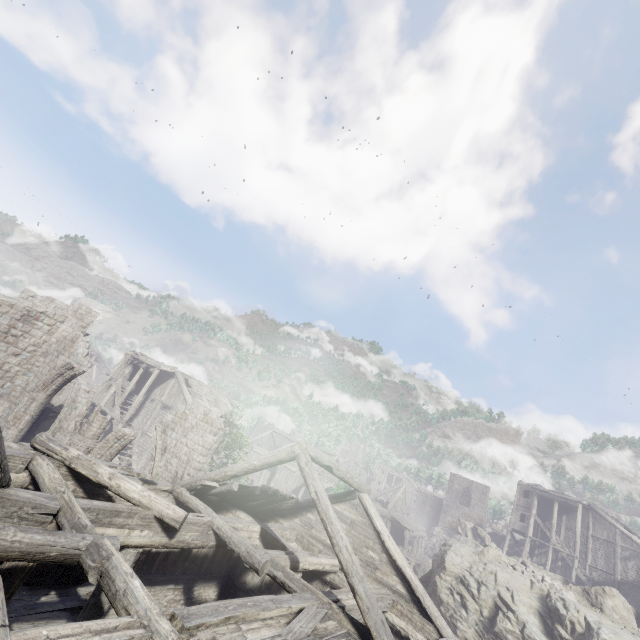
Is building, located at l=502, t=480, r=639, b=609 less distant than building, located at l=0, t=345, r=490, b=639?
No

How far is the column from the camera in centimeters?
1588cm

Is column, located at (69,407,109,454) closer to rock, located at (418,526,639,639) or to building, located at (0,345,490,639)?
building, located at (0,345,490,639)

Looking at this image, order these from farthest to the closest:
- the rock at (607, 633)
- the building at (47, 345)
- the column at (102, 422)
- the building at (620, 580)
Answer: the building at (620, 580), the building at (47, 345), the column at (102, 422), the rock at (607, 633)

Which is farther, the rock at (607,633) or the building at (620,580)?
the building at (620,580)

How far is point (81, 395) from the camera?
→ 17.62m

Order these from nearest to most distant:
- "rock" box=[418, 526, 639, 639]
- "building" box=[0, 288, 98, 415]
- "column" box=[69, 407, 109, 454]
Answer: "rock" box=[418, 526, 639, 639], "column" box=[69, 407, 109, 454], "building" box=[0, 288, 98, 415]
